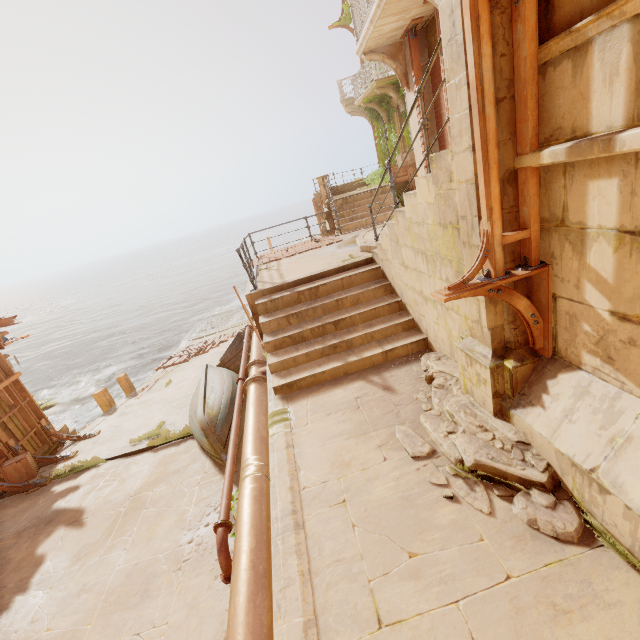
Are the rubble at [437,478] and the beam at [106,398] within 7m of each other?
no

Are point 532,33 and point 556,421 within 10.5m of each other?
yes

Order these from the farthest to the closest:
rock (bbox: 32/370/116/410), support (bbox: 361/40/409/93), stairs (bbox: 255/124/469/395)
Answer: rock (bbox: 32/370/116/410) → support (bbox: 361/40/409/93) → stairs (bbox: 255/124/469/395)

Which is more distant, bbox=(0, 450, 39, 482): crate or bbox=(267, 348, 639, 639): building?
bbox=(0, 450, 39, 482): crate

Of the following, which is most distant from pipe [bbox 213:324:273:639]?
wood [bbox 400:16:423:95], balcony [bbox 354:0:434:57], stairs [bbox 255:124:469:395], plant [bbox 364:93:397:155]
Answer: balcony [bbox 354:0:434:57]

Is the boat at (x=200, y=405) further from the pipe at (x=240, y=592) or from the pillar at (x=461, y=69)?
the pillar at (x=461, y=69)

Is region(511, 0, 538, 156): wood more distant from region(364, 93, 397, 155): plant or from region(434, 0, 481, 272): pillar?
region(364, 93, 397, 155): plant

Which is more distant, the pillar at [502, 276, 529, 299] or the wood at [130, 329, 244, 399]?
the wood at [130, 329, 244, 399]
